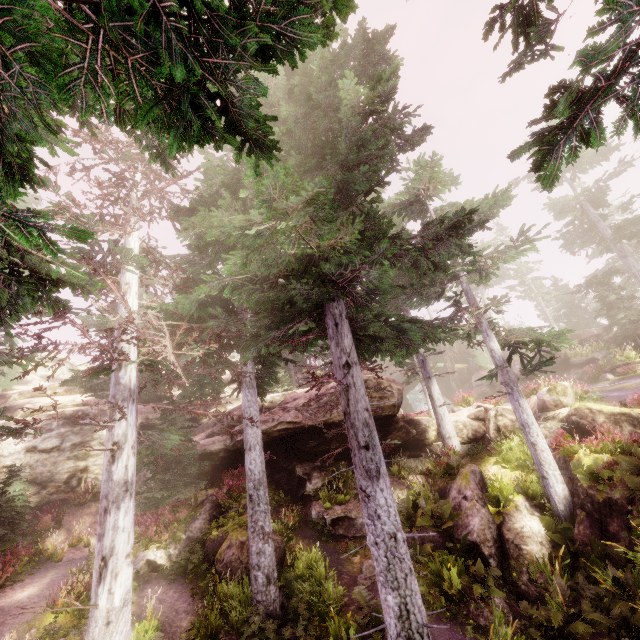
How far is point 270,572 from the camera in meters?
10.3

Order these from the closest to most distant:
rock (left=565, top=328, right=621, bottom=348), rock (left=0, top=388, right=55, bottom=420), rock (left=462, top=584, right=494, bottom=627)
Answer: rock (left=462, top=584, right=494, bottom=627) → rock (left=0, top=388, right=55, bottom=420) → rock (left=565, top=328, right=621, bottom=348)

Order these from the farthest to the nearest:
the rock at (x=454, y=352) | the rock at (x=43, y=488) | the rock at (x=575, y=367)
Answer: the rock at (x=454, y=352) → the rock at (x=575, y=367) → the rock at (x=43, y=488)

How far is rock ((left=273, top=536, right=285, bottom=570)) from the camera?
11.9m

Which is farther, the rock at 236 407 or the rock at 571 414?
the rock at 236 407

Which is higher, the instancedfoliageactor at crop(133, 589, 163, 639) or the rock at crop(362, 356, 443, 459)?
the rock at crop(362, 356, 443, 459)

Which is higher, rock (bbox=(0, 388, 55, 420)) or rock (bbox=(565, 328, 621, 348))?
rock (bbox=(0, 388, 55, 420))
